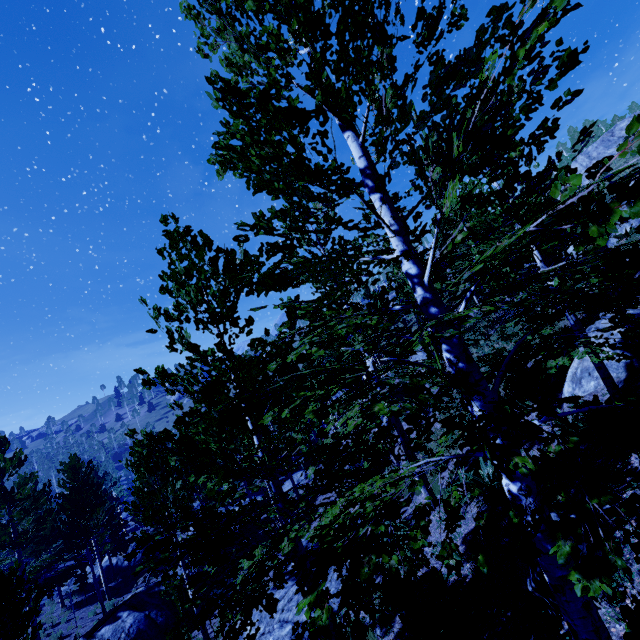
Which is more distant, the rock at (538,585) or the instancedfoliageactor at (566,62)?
the rock at (538,585)

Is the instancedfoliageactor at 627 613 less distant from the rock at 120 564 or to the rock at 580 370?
the rock at 580 370

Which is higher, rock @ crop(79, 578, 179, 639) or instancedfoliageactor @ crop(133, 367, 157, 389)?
instancedfoliageactor @ crop(133, 367, 157, 389)

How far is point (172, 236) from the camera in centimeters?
611cm

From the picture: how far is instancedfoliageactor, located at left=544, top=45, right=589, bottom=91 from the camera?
1.78m

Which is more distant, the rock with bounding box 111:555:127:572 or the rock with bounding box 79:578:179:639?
the rock with bounding box 111:555:127:572

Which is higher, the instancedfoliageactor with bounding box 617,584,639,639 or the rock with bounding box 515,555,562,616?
the instancedfoliageactor with bounding box 617,584,639,639

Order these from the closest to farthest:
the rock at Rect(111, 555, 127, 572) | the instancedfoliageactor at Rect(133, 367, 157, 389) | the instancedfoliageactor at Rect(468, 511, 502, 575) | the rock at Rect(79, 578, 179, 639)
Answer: the instancedfoliageactor at Rect(468, 511, 502, 575) → the instancedfoliageactor at Rect(133, 367, 157, 389) → the rock at Rect(79, 578, 179, 639) → the rock at Rect(111, 555, 127, 572)
